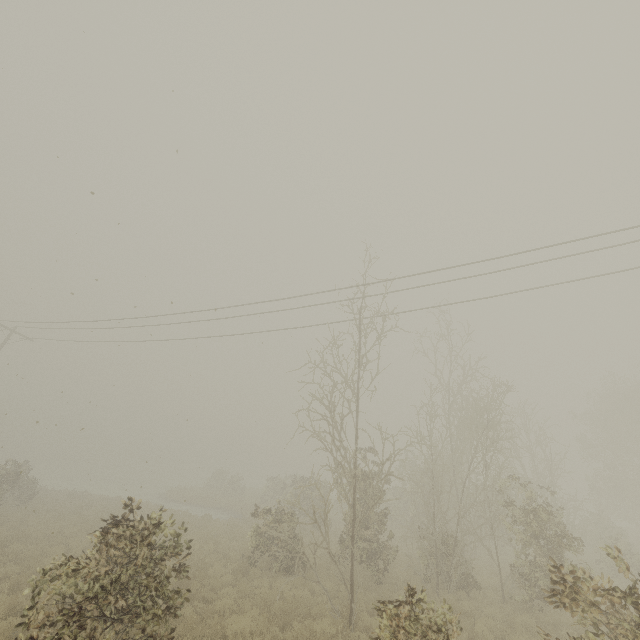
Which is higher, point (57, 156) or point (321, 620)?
point (57, 156)
